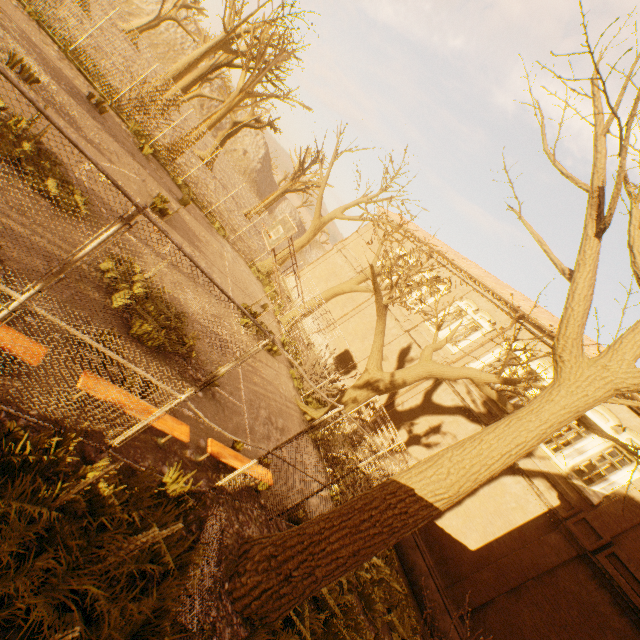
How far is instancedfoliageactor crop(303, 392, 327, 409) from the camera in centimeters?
1412cm

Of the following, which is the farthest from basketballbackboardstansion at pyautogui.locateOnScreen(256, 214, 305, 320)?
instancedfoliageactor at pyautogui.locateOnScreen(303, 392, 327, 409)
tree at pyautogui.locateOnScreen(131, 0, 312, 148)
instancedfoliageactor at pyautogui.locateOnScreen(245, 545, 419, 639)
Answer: instancedfoliageactor at pyautogui.locateOnScreen(245, 545, 419, 639)

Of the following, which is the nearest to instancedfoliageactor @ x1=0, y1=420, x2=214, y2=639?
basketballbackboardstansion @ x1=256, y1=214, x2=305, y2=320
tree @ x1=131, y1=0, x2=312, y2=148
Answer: tree @ x1=131, y1=0, x2=312, y2=148

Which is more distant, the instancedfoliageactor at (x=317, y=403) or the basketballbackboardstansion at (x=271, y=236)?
the instancedfoliageactor at (x=317, y=403)

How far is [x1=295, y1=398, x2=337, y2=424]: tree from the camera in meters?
12.9

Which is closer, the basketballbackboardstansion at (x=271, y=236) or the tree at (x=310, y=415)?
the basketballbackboardstansion at (x=271, y=236)

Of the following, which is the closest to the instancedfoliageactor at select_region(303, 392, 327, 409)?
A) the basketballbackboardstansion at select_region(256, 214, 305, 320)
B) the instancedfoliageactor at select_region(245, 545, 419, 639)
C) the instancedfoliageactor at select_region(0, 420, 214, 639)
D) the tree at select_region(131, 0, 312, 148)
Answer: the tree at select_region(131, 0, 312, 148)

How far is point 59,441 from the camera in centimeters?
388cm
